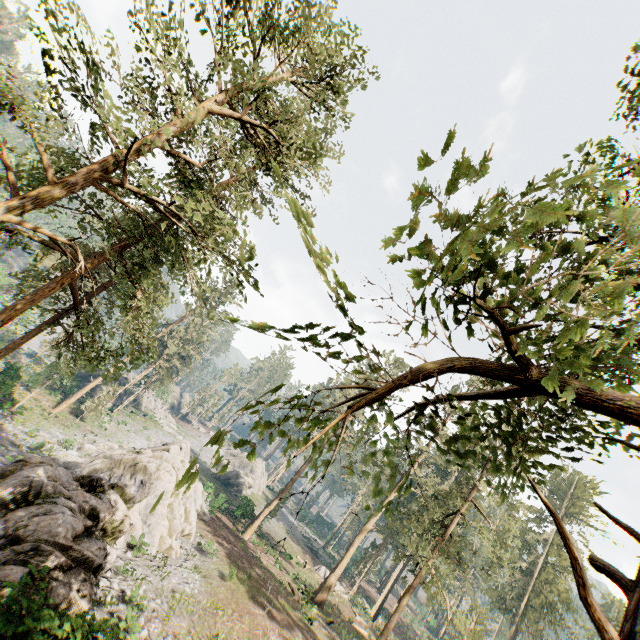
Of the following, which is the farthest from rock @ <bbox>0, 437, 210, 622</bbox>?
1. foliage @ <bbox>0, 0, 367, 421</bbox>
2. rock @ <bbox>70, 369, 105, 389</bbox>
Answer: rock @ <bbox>70, 369, 105, 389</bbox>

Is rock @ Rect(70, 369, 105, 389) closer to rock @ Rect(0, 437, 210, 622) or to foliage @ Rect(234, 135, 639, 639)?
foliage @ Rect(234, 135, 639, 639)

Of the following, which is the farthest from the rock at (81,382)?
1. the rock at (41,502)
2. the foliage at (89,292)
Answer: the rock at (41,502)

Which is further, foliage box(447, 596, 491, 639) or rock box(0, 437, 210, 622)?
foliage box(447, 596, 491, 639)

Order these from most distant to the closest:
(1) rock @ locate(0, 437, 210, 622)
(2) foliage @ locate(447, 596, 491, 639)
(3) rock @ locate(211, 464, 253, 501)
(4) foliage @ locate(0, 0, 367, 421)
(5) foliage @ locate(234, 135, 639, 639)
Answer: (3) rock @ locate(211, 464, 253, 501) < (2) foliage @ locate(447, 596, 491, 639) < (1) rock @ locate(0, 437, 210, 622) < (4) foliage @ locate(0, 0, 367, 421) < (5) foliage @ locate(234, 135, 639, 639)

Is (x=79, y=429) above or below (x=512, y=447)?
below

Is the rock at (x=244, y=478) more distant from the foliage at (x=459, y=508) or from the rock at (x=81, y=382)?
the rock at (x=81, y=382)
